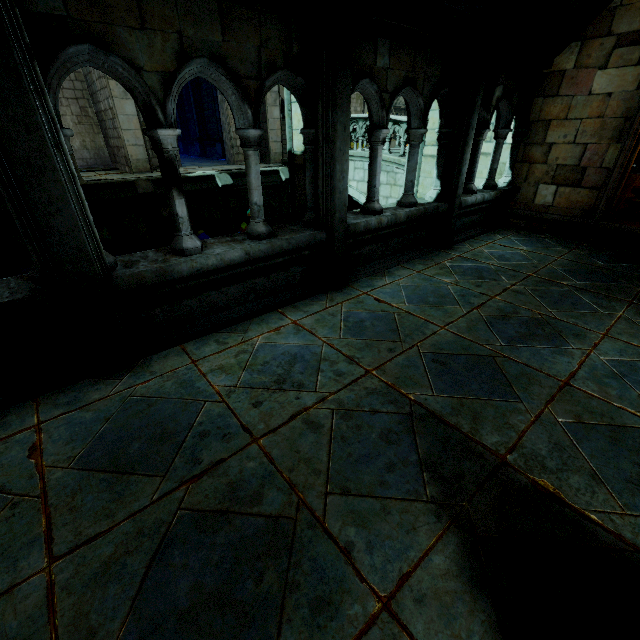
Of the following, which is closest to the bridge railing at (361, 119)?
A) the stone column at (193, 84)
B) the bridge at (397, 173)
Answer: the bridge at (397, 173)

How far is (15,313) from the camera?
2.74m

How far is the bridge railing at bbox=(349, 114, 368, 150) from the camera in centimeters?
1181cm

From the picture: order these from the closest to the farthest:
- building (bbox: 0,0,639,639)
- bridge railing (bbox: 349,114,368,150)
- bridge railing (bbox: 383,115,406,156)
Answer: building (bbox: 0,0,639,639) < bridge railing (bbox: 383,115,406,156) < bridge railing (bbox: 349,114,368,150)

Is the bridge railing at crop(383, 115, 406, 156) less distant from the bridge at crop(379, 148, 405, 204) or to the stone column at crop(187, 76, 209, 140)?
the bridge at crop(379, 148, 405, 204)

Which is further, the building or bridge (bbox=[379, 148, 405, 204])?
bridge (bbox=[379, 148, 405, 204])

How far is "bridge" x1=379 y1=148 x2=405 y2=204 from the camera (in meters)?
11.05

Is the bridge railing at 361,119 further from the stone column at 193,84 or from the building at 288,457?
the stone column at 193,84
